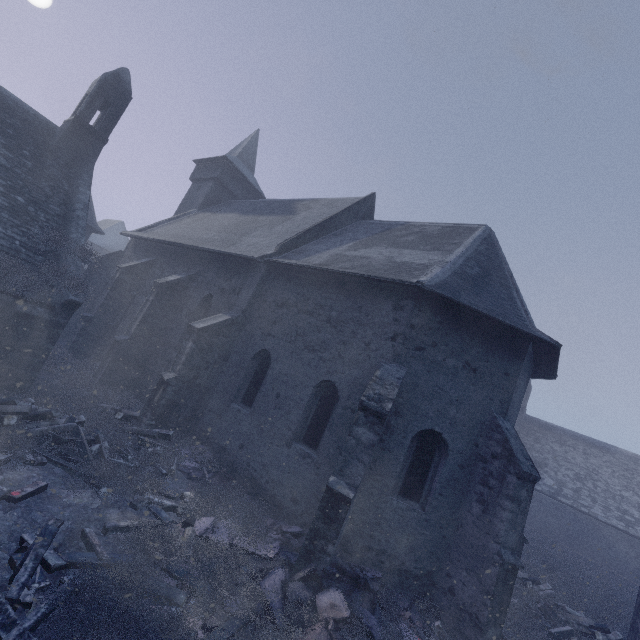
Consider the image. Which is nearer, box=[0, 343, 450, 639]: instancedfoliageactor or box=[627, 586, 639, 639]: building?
box=[0, 343, 450, 639]: instancedfoliageactor

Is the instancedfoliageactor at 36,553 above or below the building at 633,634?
below

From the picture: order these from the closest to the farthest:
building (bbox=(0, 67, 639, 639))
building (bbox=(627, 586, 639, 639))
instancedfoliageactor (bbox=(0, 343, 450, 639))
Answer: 1. instancedfoliageactor (bbox=(0, 343, 450, 639))
2. building (bbox=(0, 67, 639, 639))
3. building (bbox=(627, 586, 639, 639))

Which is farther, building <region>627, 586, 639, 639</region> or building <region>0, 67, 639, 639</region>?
building <region>627, 586, 639, 639</region>

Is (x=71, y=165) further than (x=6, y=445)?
Yes

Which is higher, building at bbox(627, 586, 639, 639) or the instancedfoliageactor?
building at bbox(627, 586, 639, 639)
